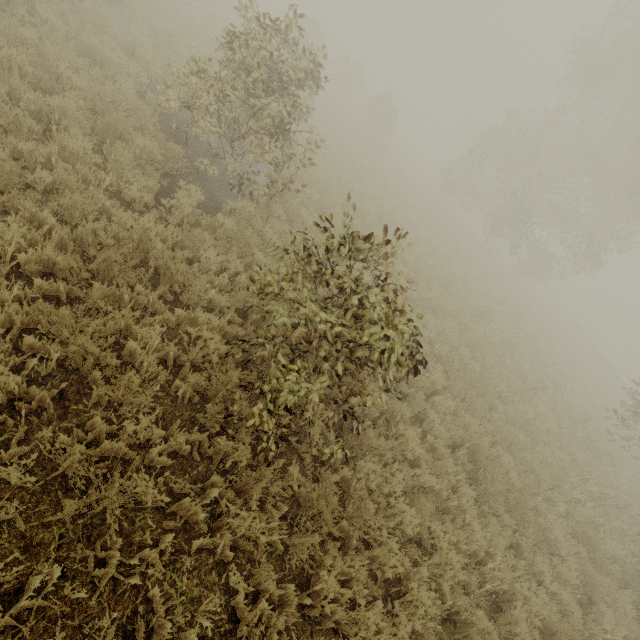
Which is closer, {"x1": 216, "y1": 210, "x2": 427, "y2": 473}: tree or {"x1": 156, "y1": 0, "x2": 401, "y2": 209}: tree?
{"x1": 216, "y1": 210, "x2": 427, "y2": 473}: tree

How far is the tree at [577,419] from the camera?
13.2 meters

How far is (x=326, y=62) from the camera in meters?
37.3 m

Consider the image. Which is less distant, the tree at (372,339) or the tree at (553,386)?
the tree at (372,339)

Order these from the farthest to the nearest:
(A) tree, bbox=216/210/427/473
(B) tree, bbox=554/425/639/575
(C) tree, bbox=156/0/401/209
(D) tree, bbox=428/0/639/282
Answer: (D) tree, bbox=428/0/639/282
(B) tree, bbox=554/425/639/575
(C) tree, bbox=156/0/401/209
(A) tree, bbox=216/210/427/473

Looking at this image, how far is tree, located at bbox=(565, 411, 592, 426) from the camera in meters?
13.2 m
